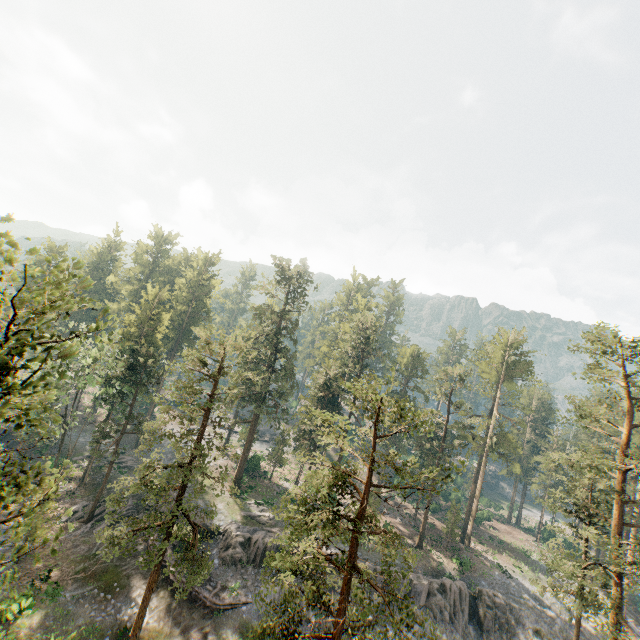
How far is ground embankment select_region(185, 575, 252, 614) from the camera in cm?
2689

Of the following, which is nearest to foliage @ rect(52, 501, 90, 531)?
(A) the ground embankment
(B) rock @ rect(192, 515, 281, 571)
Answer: (B) rock @ rect(192, 515, 281, 571)

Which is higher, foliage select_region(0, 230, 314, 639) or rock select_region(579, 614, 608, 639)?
foliage select_region(0, 230, 314, 639)

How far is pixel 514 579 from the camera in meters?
41.9

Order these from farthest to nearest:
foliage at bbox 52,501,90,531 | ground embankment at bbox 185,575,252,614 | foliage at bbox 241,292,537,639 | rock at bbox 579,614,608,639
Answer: rock at bbox 579,614,608,639 → ground embankment at bbox 185,575,252,614 → foliage at bbox 241,292,537,639 → foliage at bbox 52,501,90,531

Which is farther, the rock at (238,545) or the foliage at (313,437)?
the rock at (238,545)

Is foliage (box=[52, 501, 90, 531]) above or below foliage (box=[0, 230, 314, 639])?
below

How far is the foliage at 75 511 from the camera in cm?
815
